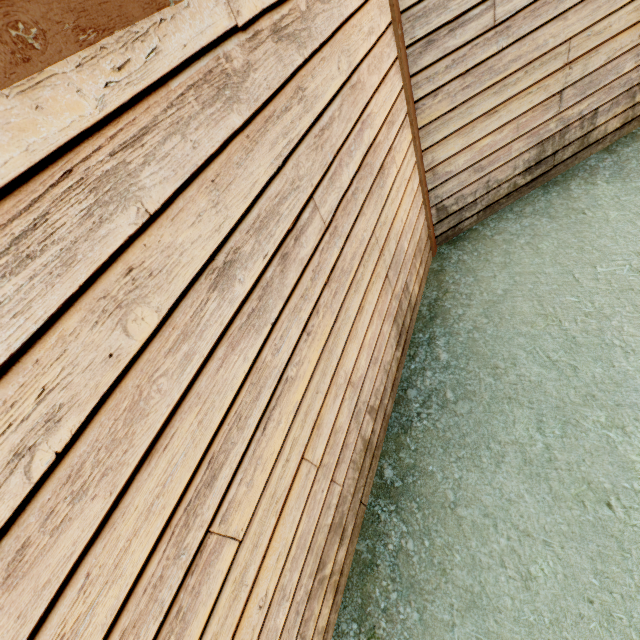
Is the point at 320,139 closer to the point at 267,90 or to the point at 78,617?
the point at 267,90
